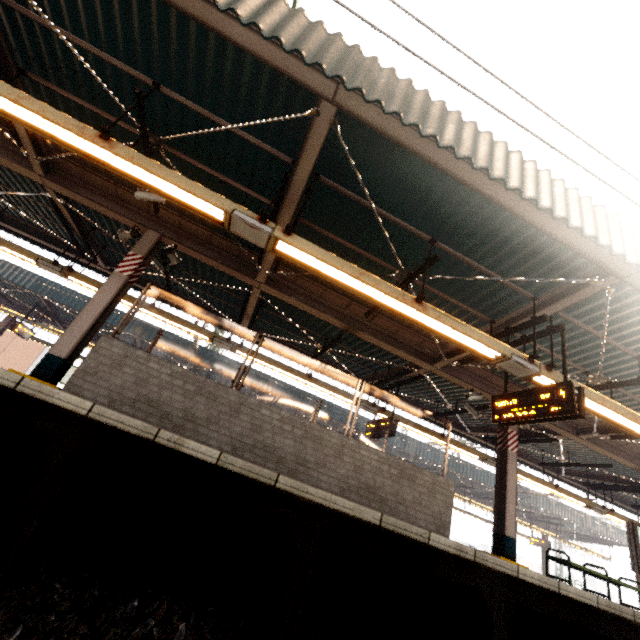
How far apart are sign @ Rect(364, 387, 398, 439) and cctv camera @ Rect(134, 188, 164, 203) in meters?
7.9 m

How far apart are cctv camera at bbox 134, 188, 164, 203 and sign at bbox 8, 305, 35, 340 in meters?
14.9 m

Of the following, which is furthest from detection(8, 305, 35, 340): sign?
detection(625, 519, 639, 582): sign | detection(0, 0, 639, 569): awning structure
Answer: detection(625, 519, 639, 582): sign

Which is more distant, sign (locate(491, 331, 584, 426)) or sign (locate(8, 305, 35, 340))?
sign (locate(8, 305, 35, 340))

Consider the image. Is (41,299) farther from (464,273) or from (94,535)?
(464,273)

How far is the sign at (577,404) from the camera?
4.8m

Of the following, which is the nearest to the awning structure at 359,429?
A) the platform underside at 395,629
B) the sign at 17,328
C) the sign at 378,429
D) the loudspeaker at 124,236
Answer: the sign at 17,328

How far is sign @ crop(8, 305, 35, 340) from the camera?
15.3 meters
